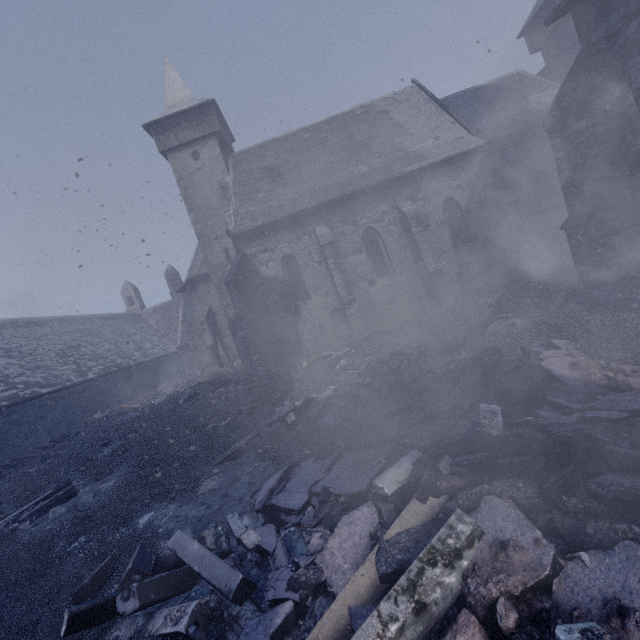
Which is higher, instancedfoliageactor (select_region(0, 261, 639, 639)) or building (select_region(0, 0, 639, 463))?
building (select_region(0, 0, 639, 463))

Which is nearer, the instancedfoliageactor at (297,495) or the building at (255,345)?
the instancedfoliageactor at (297,495)

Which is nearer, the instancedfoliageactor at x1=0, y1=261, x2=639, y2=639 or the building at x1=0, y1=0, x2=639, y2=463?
the instancedfoliageactor at x1=0, y1=261, x2=639, y2=639

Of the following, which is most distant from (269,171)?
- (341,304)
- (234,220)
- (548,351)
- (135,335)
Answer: (135,335)

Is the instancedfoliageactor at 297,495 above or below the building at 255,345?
below
